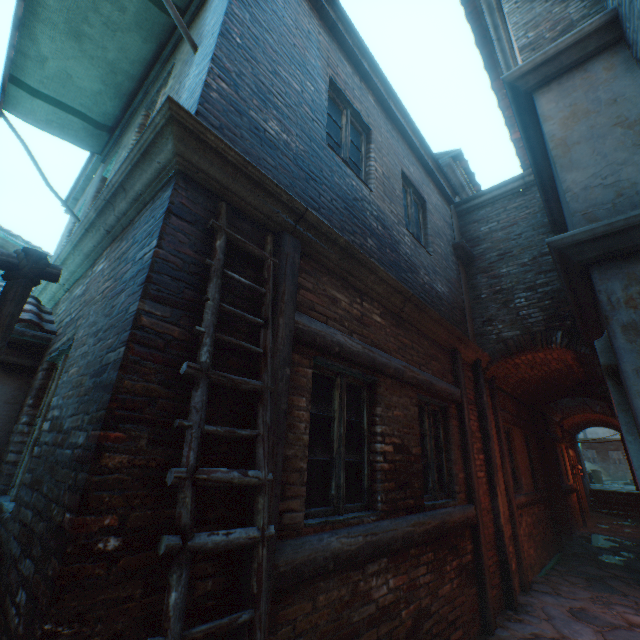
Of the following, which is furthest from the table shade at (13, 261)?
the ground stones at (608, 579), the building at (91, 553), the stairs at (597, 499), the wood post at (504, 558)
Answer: the stairs at (597, 499)

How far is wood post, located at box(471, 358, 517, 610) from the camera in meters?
4.8

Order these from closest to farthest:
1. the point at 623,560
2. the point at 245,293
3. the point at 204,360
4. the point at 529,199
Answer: the point at 204,360 → the point at 245,293 → the point at 529,199 → the point at 623,560

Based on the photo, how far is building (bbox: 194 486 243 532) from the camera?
1.8m

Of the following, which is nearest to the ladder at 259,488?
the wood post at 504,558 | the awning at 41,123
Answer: the awning at 41,123

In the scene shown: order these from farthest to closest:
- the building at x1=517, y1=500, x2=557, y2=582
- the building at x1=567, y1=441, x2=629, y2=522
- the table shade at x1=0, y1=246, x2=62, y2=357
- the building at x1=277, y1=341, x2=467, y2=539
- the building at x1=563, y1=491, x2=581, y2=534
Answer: the building at x1=567, y1=441, x2=629, y2=522 < the building at x1=563, y1=491, x2=581, y2=534 < the building at x1=517, y1=500, x2=557, y2=582 < the building at x1=277, y1=341, x2=467, y2=539 < the table shade at x1=0, y1=246, x2=62, y2=357

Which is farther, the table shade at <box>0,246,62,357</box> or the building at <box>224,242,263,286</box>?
the building at <box>224,242,263,286</box>

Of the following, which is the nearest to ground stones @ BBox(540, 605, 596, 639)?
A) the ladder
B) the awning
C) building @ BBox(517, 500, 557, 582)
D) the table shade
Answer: building @ BBox(517, 500, 557, 582)
